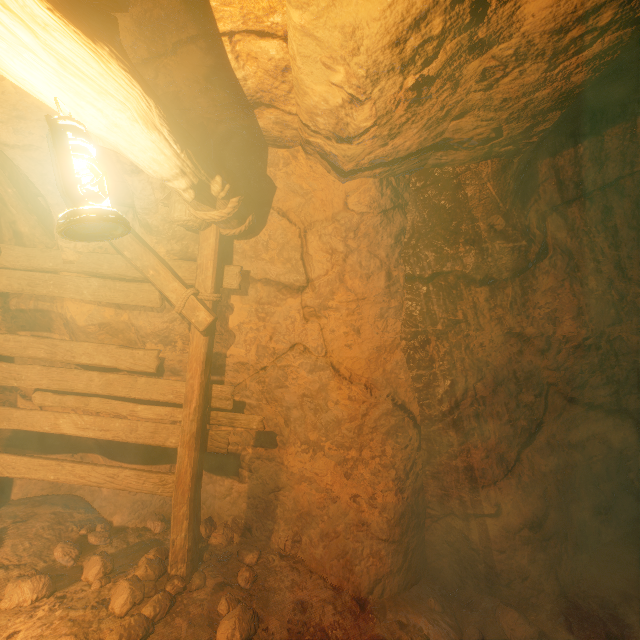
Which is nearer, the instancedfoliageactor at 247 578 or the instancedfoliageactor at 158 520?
the instancedfoliageactor at 247 578

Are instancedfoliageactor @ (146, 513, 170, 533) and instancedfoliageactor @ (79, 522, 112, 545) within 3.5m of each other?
yes

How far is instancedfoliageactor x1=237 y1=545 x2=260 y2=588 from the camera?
3.3 meters

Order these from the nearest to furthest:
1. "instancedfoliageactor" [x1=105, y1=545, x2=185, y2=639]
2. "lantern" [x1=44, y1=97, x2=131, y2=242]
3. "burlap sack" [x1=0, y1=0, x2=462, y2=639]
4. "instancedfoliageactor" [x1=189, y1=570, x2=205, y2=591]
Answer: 1. "lantern" [x1=44, y1=97, x2=131, y2=242]
2. "burlap sack" [x1=0, y1=0, x2=462, y2=639]
3. "instancedfoliageactor" [x1=105, y1=545, x2=185, y2=639]
4. "instancedfoliageactor" [x1=189, y1=570, x2=205, y2=591]

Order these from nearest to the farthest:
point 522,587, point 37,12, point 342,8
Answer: point 37,12 < point 342,8 < point 522,587

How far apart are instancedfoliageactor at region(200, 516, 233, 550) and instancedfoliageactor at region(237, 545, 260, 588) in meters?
0.2 m

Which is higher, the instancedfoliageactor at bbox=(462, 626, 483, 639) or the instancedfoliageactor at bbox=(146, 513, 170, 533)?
the instancedfoliageactor at bbox=(146, 513, 170, 533)

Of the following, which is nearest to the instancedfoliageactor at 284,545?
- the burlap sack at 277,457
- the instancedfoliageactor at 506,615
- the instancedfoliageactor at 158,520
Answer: the burlap sack at 277,457
